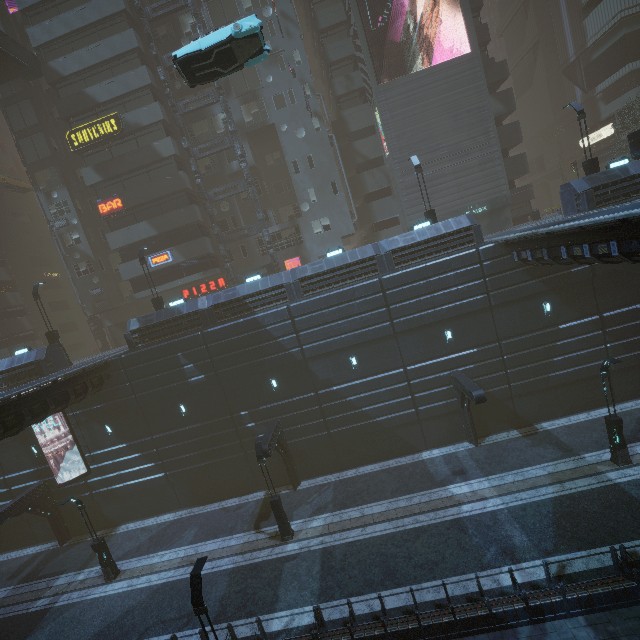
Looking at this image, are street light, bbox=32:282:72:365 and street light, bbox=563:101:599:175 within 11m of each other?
no

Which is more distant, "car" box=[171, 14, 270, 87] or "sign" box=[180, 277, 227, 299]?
"sign" box=[180, 277, 227, 299]

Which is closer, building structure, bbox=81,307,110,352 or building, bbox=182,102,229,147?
building, bbox=182,102,229,147

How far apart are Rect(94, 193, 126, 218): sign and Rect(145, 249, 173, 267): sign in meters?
4.4

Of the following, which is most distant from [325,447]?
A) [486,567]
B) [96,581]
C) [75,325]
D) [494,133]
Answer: [75,325]

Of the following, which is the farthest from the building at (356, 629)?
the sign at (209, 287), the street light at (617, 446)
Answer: the street light at (617, 446)

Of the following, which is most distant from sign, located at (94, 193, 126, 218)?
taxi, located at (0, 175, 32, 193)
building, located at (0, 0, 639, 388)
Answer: taxi, located at (0, 175, 32, 193)

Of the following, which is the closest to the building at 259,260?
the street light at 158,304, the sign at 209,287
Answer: the sign at 209,287
